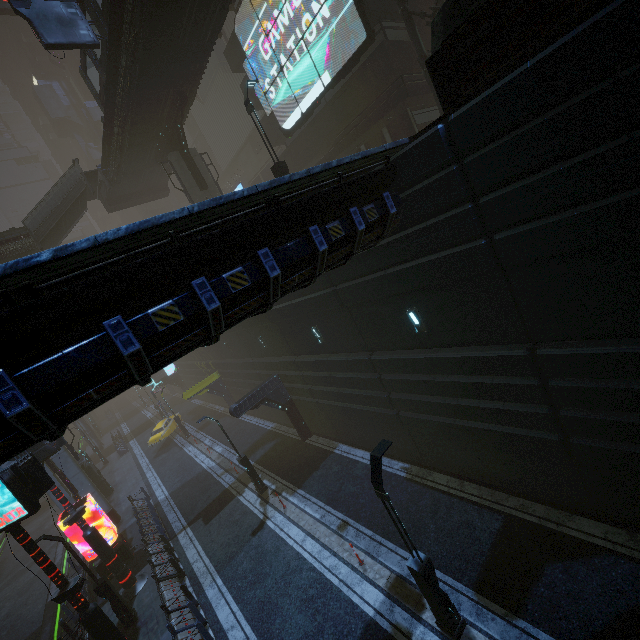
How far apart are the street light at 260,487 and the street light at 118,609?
6.6m

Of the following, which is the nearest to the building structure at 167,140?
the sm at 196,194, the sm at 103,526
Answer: the sm at 196,194

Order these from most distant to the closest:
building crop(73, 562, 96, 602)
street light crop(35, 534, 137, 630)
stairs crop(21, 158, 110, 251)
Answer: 1. stairs crop(21, 158, 110, 251)
2. building crop(73, 562, 96, 602)
3. street light crop(35, 534, 137, 630)

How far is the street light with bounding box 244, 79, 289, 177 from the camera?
14.9m

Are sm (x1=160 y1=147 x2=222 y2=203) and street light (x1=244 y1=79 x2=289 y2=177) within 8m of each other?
no

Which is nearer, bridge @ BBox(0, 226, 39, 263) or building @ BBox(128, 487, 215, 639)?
building @ BBox(128, 487, 215, 639)

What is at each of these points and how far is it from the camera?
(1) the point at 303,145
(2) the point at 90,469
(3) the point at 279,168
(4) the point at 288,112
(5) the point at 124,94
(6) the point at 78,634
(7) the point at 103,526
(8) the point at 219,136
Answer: (1) building, 23.78m
(2) building, 27.62m
(3) street light, 15.20m
(4) sign, 22.89m
(5) bridge, 18.45m
(6) building, 14.63m
(7) sm, 22.55m
(8) building, 37.38m

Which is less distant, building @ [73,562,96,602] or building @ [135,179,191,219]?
building @ [73,562,96,602]
